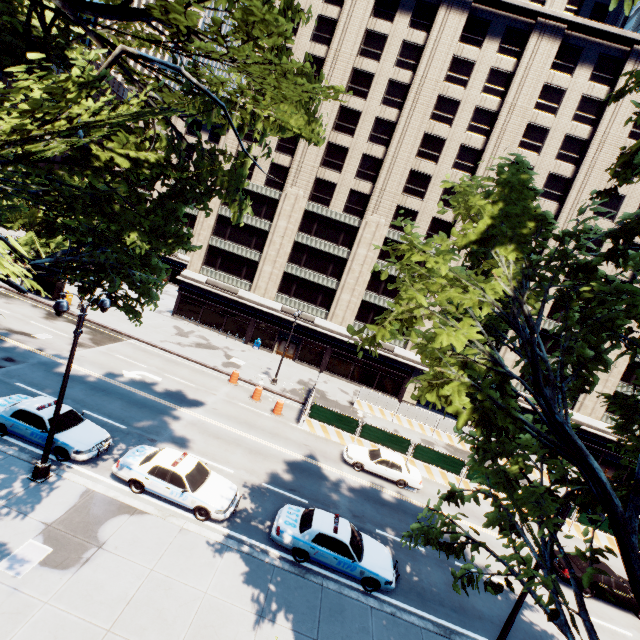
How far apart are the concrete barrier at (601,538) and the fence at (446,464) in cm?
0

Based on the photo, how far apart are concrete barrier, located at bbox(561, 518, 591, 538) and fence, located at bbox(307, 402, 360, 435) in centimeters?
0cm

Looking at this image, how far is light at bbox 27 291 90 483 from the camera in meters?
10.5 m

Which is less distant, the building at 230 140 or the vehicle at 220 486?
the vehicle at 220 486

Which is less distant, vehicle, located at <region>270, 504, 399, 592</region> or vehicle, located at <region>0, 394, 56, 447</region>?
vehicle, located at <region>270, 504, 399, 592</region>

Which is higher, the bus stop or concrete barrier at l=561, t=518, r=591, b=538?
the bus stop

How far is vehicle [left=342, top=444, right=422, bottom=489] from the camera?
20.5m

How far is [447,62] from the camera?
34.6m
